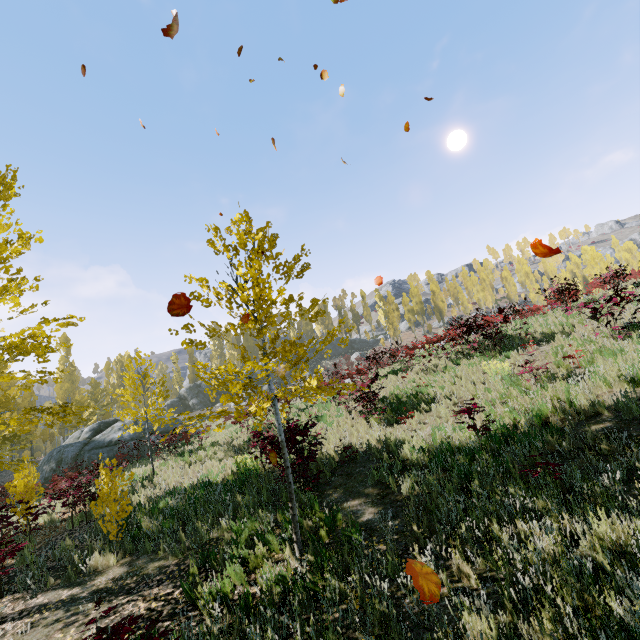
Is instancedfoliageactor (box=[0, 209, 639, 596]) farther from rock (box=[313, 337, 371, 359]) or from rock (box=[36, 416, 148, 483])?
rock (box=[36, 416, 148, 483])

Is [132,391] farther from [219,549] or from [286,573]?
[286,573]

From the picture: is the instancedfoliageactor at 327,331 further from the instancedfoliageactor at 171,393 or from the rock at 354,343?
the rock at 354,343

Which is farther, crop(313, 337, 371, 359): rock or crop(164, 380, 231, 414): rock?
crop(313, 337, 371, 359): rock

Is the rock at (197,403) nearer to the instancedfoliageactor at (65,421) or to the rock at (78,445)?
the instancedfoliageactor at (65,421)

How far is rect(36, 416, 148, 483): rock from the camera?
21.8m

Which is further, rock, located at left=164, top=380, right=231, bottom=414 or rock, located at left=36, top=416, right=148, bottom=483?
rock, located at left=164, top=380, right=231, bottom=414

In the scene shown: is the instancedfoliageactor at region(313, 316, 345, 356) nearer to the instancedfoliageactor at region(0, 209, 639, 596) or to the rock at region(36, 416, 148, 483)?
the instancedfoliageactor at region(0, 209, 639, 596)
